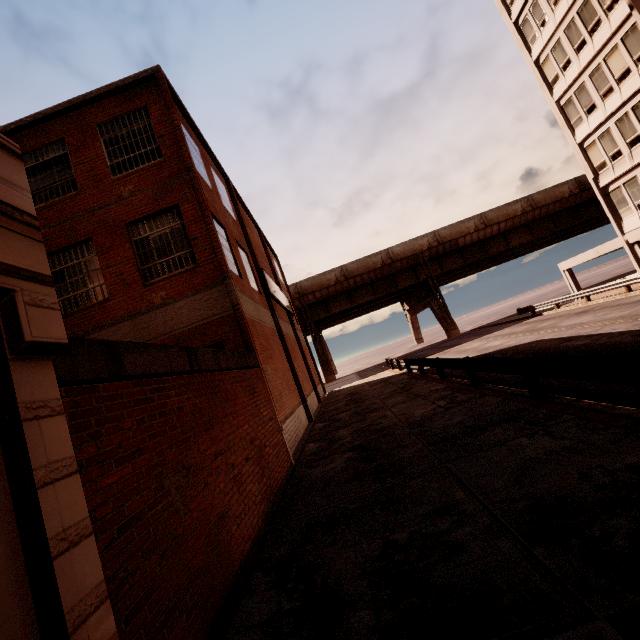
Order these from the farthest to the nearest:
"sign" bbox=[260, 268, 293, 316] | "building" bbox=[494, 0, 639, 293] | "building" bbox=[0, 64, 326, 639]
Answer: "building" bbox=[494, 0, 639, 293] < "sign" bbox=[260, 268, 293, 316] < "building" bbox=[0, 64, 326, 639]

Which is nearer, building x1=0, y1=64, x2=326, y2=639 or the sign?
building x1=0, y1=64, x2=326, y2=639

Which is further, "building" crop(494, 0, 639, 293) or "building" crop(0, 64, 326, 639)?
"building" crop(494, 0, 639, 293)

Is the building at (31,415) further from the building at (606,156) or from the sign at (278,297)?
the building at (606,156)

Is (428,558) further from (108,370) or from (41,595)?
(108,370)

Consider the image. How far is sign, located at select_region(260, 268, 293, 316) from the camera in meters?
16.7 m

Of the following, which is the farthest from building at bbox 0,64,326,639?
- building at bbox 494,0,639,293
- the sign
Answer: building at bbox 494,0,639,293

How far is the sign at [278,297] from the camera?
16.7m
